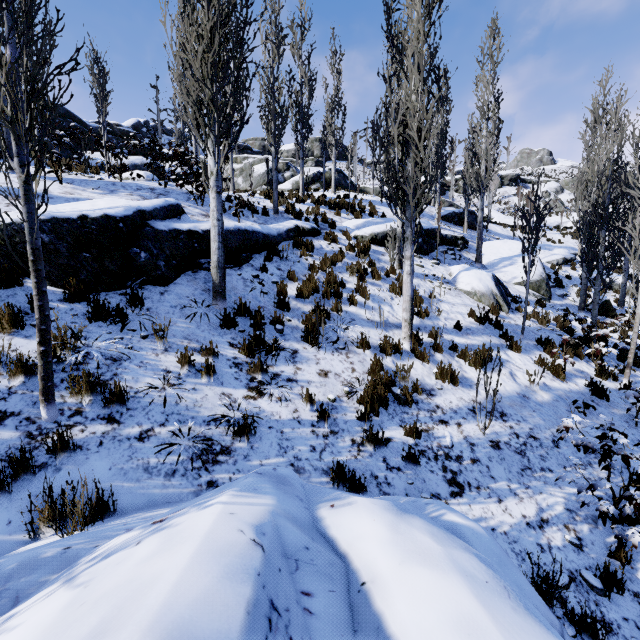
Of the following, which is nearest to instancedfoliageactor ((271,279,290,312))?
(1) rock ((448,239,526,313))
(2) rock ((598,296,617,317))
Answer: (2) rock ((598,296,617,317))

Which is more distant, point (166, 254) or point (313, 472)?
point (166, 254)

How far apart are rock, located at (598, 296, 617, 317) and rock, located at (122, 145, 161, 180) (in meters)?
25.80

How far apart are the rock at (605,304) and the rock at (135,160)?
25.8 meters

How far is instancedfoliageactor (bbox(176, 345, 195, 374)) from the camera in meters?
4.7

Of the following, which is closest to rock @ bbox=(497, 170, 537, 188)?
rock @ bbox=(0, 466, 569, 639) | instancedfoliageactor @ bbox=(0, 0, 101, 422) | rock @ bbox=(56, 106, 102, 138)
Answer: instancedfoliageactor @ bbox=(0, 0, 101, 422)

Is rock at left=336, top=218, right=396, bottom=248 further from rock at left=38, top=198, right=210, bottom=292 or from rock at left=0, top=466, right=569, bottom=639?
rock at left=0, top=466, right=569, bottom=639

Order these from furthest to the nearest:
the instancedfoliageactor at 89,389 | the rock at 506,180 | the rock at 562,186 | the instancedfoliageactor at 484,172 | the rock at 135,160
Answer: the rock at 506,180 < the rock at 562,186 < the rock at 135,160 < the instancedfoliageactor at 484,172 < the instancedfoliageactor at 89,389
